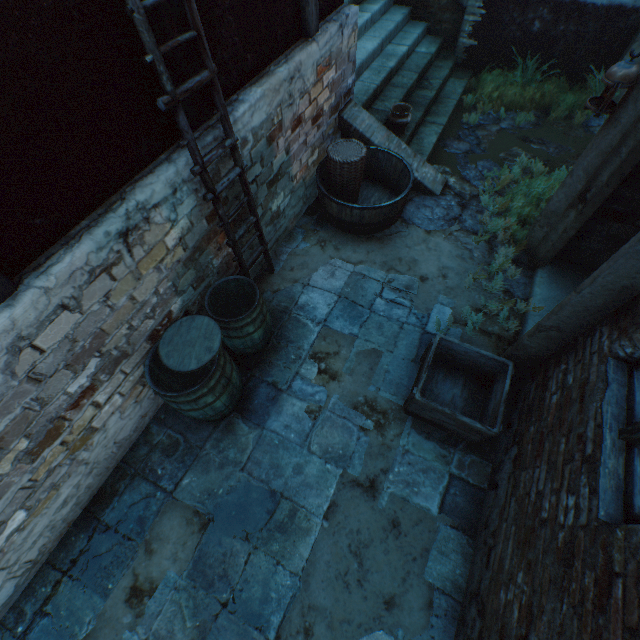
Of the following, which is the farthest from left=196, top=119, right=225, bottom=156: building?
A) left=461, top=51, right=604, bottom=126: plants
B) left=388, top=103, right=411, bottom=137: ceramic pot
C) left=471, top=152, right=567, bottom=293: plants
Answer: left=461, top=51, right=604, bottom=126: plants

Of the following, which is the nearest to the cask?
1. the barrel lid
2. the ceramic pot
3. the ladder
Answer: the ceramic pot

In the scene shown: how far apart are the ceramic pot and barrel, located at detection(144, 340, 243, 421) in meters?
4.4

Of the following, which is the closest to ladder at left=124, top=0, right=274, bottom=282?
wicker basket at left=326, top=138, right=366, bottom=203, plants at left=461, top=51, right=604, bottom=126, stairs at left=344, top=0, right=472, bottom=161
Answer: wicker basket at left=326, top=138, right=366, bottom=203

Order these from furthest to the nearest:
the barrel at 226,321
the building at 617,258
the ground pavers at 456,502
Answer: the barrel at 226,321, the ground pavers at 456,502, the building at 617,258

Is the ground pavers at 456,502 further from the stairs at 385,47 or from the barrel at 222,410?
the stairs at 385,47

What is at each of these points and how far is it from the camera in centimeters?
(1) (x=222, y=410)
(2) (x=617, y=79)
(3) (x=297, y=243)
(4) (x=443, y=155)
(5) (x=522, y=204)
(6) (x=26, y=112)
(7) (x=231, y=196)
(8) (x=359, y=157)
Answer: (1) barrel, 317cm
(2) lantern, 279cm
(3) ground pavers, 470cm
(4) ground stones, 565cm
(5) plants, 465cm
(6) building, 172cm
(7) building, 328cm
(8) wicker basket, 426cm

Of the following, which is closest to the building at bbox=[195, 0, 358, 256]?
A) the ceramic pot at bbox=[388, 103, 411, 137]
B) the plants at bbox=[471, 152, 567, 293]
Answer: the plants at bbox=[471, 152, 567, 293]
